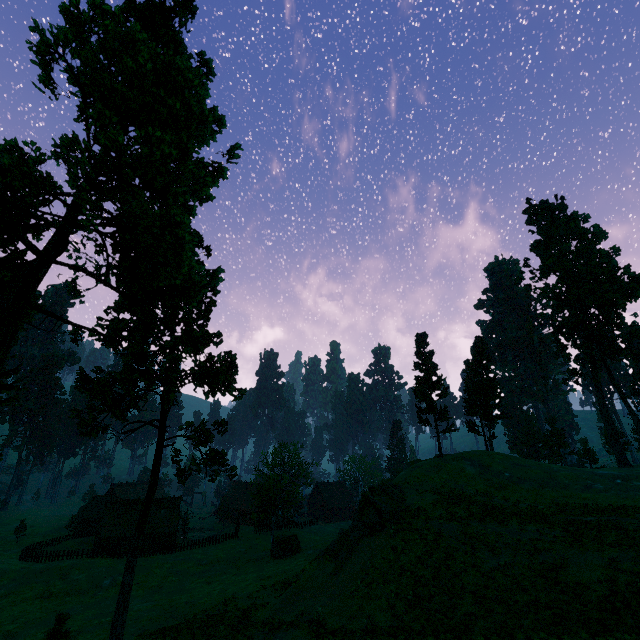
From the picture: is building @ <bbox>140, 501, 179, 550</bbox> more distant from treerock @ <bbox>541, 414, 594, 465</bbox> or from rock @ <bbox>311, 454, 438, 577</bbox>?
rock @ <bbox>311, 454, 438, 577</bbox>

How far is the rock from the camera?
25.1 meters

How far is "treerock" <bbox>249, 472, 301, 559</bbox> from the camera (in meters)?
41.16

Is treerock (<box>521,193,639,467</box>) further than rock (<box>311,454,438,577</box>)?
Yes

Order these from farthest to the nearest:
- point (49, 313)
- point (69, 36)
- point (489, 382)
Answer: point (489, 382) → point (49, 313) → point (69, 36)

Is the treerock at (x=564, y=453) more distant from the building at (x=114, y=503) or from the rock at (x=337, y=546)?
the rock at (x=337, y=546)

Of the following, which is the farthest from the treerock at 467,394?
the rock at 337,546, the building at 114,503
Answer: the rock at 337,546

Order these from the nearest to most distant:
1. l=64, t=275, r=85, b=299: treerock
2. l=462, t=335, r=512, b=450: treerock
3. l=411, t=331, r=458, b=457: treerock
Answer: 1. l=64, t=275, r=85, b=299: treerock
2. l=411, t=331, r=458, b=457: treerock
3. l=462, t=335, r=512, b=450: treerock
